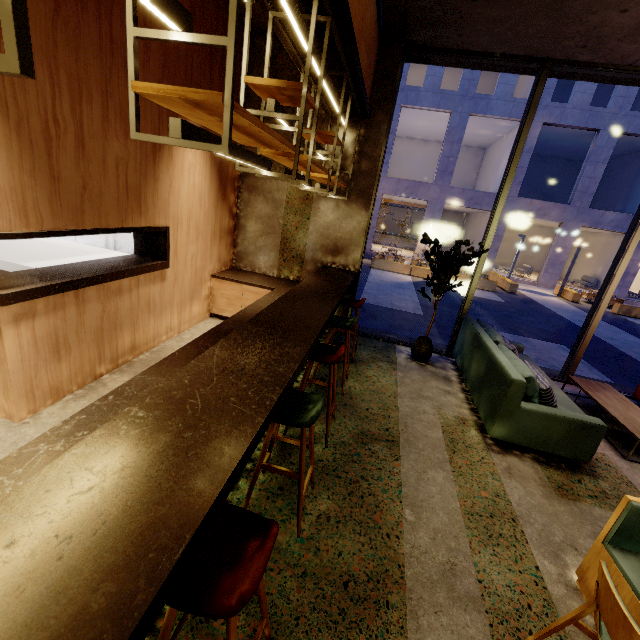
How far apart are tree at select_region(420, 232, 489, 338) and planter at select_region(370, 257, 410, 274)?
11.4m

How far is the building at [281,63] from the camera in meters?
5.0 m

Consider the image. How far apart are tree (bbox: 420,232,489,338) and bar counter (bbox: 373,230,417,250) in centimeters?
2327cm

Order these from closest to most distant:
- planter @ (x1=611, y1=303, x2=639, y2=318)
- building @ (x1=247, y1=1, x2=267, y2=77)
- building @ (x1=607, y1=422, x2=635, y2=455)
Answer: building @ (x1=607, y1=422, x2=635, y2=455), building @ (x1=247, y1=1, x2=267, y2=77), planter @ (x1=611, y1=303, x2=639, y2=318)

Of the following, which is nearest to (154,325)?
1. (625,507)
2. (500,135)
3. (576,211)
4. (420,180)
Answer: (625,507)

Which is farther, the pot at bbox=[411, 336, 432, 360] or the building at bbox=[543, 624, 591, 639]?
the pot at bbox=[411, 336, 432, 360]

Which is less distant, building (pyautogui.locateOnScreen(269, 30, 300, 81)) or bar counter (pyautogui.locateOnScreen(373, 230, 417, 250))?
building (pyautogui.locateOnScreen(269, 30, 300, 81))

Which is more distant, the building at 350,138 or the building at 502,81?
the building at 502,81
